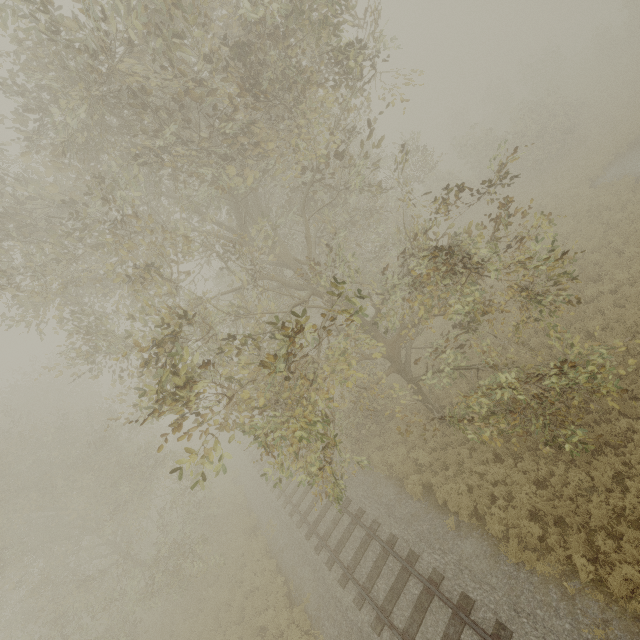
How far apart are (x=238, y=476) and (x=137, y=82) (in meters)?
24.04
